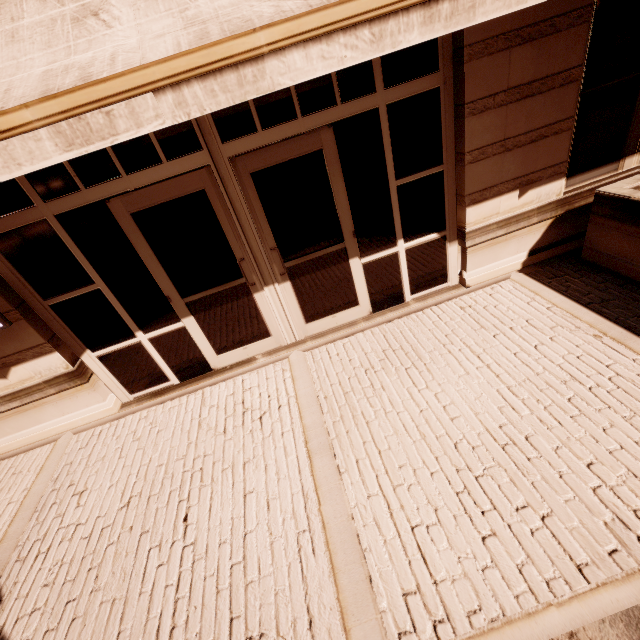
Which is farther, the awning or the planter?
the planter

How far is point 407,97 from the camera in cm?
354

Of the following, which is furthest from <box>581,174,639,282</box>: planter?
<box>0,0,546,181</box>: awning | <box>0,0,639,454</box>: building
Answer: <box>0,0,546,181</box>: awning

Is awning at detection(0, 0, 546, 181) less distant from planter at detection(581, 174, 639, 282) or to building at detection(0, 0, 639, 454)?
building at detection(0, 0, 639, 454)

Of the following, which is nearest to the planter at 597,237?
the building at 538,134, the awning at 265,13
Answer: the building at 538,134

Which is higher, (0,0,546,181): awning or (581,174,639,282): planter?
(0,0,546,181): awning
